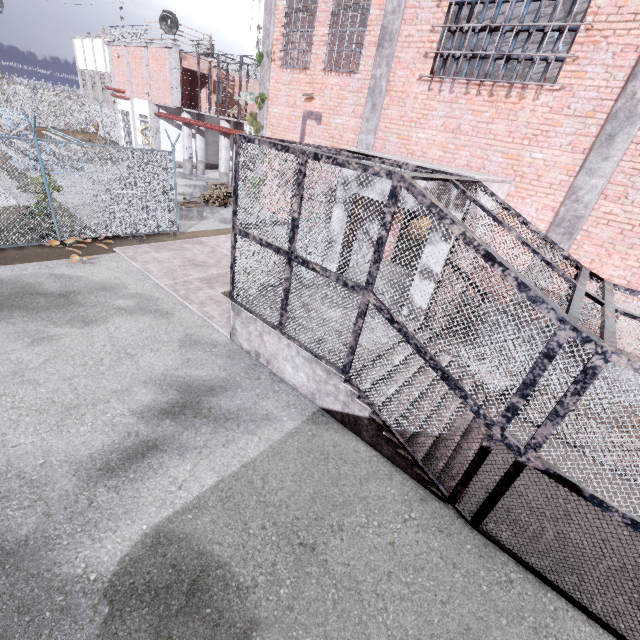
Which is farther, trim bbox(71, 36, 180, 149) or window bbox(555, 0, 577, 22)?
trim bbox(71, 36, 180, 149)

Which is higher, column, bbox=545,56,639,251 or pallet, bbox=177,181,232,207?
column, bbox=545,56,639,251

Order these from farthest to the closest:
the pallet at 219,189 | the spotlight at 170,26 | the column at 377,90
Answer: the spotlight at 170,26 → the pallet at 219,189 → the column at 377,90

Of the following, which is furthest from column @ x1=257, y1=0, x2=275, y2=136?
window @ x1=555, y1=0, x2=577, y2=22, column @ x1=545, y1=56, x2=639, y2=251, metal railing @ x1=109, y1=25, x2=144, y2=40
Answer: metal railing @ x1=109, y1=25, x2=144, y2=40

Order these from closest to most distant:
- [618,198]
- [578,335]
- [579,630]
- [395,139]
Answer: [578,335], [579,630], [618,198], [395,139]

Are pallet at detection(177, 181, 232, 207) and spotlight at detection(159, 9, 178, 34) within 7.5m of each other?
no

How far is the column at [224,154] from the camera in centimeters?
1998cm

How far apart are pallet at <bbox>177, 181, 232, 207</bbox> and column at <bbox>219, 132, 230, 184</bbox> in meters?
4.0 m
